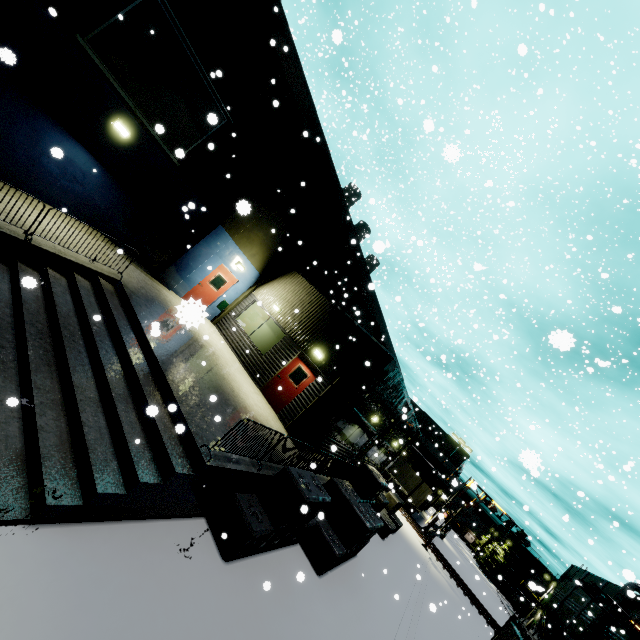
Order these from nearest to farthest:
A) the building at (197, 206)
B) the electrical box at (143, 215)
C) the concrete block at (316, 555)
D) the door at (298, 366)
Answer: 1. the building at (197, 206)
2. the concrete block at (316, 555)
3. the electrical box at (143, 215)
4. the door at (298, 366)

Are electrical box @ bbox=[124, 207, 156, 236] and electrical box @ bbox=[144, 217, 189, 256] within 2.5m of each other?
yes

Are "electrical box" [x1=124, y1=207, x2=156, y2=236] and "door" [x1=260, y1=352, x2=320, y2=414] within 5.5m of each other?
no

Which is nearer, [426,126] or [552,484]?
[426,126]

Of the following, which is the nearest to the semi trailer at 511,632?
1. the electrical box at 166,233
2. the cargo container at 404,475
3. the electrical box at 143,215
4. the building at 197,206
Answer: the building at 197,206

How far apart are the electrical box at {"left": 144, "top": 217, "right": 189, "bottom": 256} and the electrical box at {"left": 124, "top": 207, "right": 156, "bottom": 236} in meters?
0.4 m

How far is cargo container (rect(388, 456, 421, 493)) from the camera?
38.9m

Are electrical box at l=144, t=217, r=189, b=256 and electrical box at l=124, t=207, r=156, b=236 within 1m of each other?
yes
